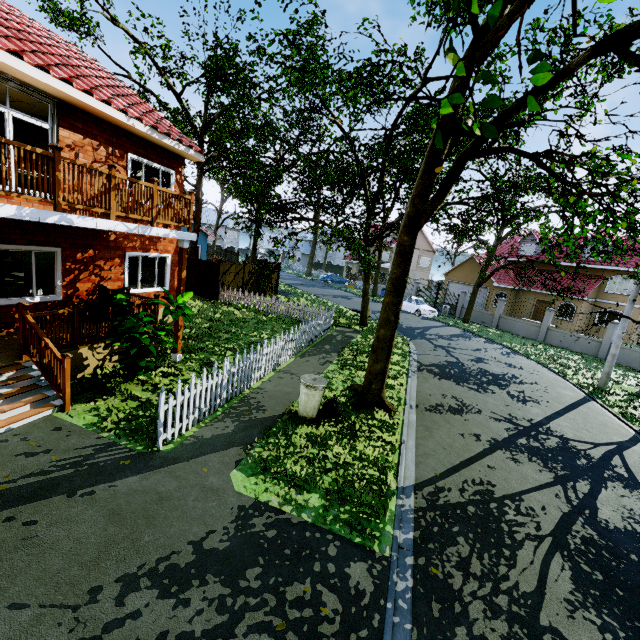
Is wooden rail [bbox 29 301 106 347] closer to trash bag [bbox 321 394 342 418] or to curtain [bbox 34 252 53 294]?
curtain [bbox 34 252 53 294]

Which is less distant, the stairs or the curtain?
the stairs

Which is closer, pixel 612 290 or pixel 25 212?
pixel 25 212

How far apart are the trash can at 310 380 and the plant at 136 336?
3.05m

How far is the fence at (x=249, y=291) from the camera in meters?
6.1

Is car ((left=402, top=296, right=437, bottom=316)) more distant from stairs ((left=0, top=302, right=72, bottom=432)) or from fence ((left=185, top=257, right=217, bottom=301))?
stairs ((left=0, top=302, right=72, bottom=432))

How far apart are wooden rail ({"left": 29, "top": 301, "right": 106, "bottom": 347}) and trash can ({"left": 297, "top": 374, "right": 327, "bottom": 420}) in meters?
5.1 m

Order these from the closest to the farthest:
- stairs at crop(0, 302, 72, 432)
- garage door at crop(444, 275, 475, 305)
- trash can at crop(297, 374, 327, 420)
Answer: stairs at crop(0, 302, 72, 432) → trash can at crop(297, 374, 327, 420) → garage door at crop(444, 275, 475, 305)
